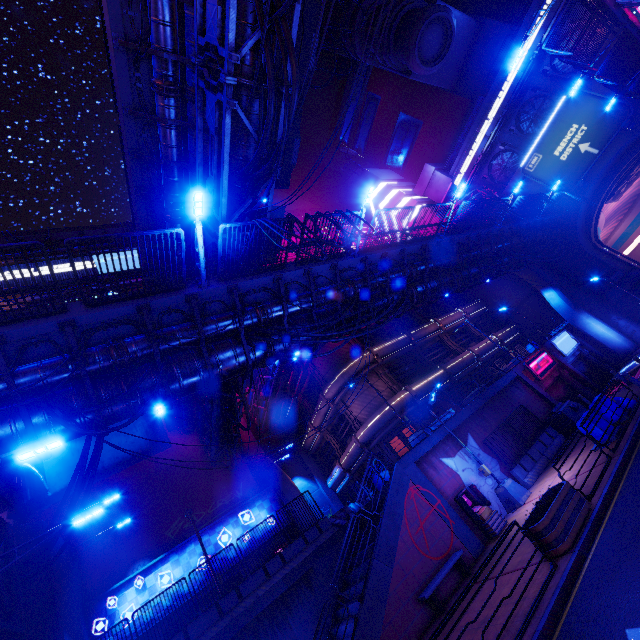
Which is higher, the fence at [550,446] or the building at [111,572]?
the building at [111,572]

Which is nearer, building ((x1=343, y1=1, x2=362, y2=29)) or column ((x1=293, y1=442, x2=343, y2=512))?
column ((x1=293, y1=442, x2=343, y2=512))

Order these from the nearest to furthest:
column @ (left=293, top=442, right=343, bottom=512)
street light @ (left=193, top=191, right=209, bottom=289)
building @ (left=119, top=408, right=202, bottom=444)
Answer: street light @ (left=193, top=191, right=209, bottom=289) → building @ (left=119, top=408, right=202, bottom=444) → column @ (left=293, top=442, right=343, bottom=512)

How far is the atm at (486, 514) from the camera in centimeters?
1366cm

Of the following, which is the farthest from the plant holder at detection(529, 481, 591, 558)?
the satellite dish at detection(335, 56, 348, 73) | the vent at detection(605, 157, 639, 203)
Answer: the satellite dish at detection(335, 56, 348, 73)

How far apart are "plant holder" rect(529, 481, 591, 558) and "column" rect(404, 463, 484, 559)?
5.0 meters

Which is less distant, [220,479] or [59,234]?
[220,479]

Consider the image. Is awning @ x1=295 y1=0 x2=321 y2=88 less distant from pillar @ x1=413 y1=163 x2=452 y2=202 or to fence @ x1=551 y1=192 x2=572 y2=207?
fence @ x1=551 y1=192 x2=572 y2=207
